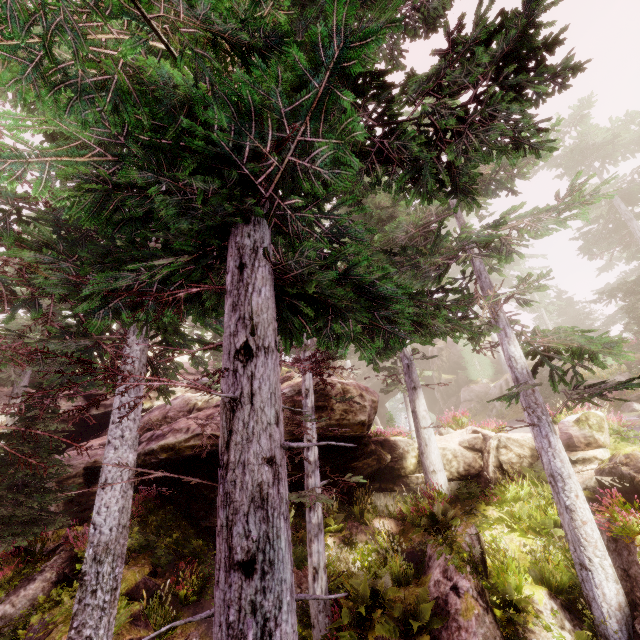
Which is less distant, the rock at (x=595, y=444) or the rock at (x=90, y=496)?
the rock at (x=595, y=444)

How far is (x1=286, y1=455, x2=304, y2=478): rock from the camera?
11.9m

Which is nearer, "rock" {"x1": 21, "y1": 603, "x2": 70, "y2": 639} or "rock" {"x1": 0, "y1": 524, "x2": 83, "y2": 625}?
"rock" {"x1": 21, "y1": 603, "x2": 70, "y2": 639}

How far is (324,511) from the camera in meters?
12.1

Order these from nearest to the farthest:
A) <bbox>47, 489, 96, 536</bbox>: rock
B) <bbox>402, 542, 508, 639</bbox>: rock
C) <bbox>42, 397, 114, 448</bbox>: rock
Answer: <bbox>402, 542, 508, 639</bbox>: rock < <bbox>47, 489, 96, 536</bbox>: rock < <bbox>42, 397, 114, 448</bbox>: rock

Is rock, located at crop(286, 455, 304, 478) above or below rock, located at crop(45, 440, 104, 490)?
below
